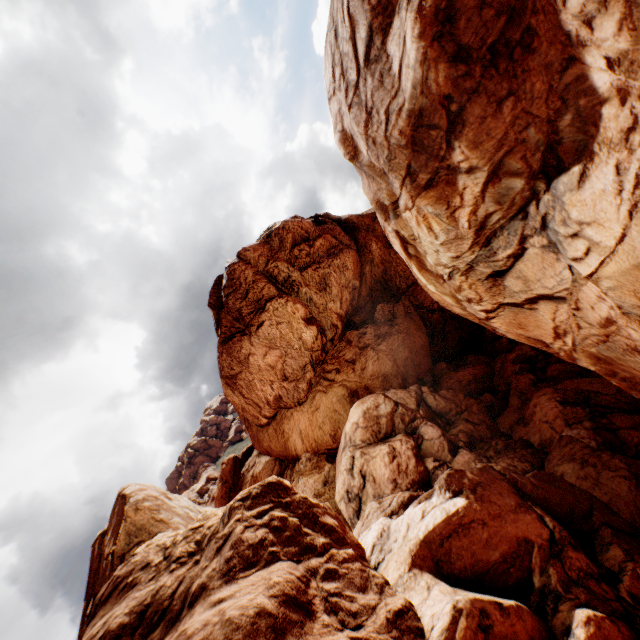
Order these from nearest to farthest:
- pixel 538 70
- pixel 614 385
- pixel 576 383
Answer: pixel 538 70, pixel 614 385, pixel 576 383
